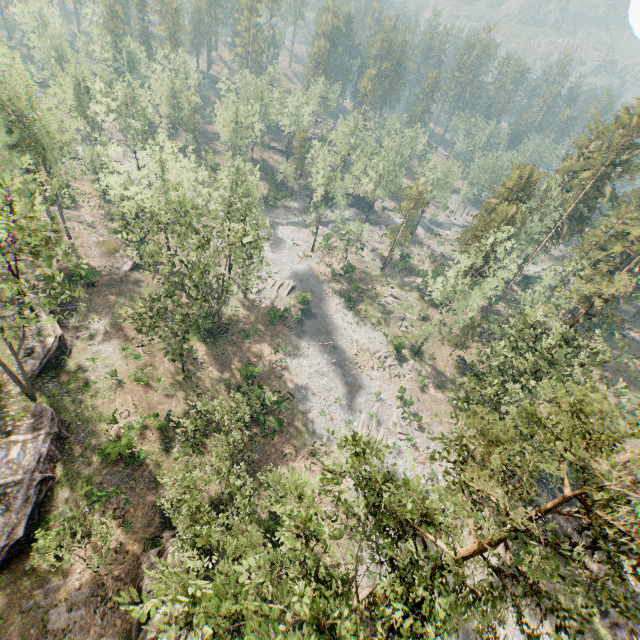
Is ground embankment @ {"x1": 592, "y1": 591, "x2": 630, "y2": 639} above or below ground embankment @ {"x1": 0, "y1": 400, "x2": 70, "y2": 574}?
below

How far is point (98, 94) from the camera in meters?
55.1

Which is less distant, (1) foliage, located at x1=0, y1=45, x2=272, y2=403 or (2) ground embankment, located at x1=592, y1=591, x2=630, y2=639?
(1) foliage, located at x1=0, y1=45, x2=272, y2=403

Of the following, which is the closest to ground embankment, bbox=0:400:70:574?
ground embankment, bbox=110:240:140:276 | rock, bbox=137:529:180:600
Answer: rock, bbox=137:529:180:600

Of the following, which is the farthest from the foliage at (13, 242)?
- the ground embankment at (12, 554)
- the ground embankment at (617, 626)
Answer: the ground embankment at (12, 554)

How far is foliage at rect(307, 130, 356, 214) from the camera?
50.74m

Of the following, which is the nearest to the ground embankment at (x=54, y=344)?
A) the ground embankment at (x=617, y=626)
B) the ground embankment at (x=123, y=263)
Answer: the ground embankment at (x=123, y=263)
